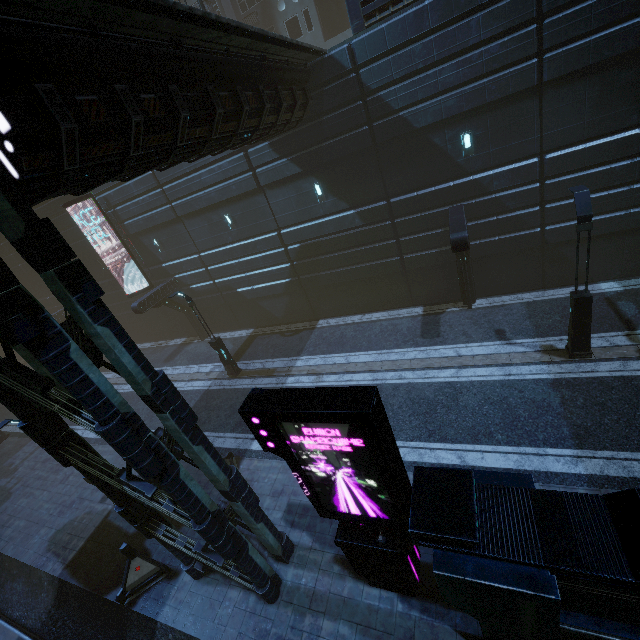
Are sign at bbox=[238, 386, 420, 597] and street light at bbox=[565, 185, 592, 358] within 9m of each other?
yes

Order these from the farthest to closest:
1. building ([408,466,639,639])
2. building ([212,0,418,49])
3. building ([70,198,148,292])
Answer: building ([70,198,148,292]), building ([212,0,418,49]), building ([408,466,639,639])

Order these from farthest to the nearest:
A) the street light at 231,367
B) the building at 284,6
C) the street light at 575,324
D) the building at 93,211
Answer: the building at 93,211, the street light at 231,367, the building at 284,6, the street light at 575,324

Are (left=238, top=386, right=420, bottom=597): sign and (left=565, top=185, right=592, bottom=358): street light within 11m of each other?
yes

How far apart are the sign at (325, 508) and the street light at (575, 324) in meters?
8.4 m

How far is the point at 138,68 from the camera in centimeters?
573cm

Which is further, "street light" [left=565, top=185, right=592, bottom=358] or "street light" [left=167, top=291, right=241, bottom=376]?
"street light" [left=167, top=291, right=241, bottom=376]

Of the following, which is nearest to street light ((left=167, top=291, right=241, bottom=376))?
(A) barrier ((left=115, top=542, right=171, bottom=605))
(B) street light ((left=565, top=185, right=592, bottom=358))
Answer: (A) barrier ((left=115, top=542, right=171, bottom=605))
